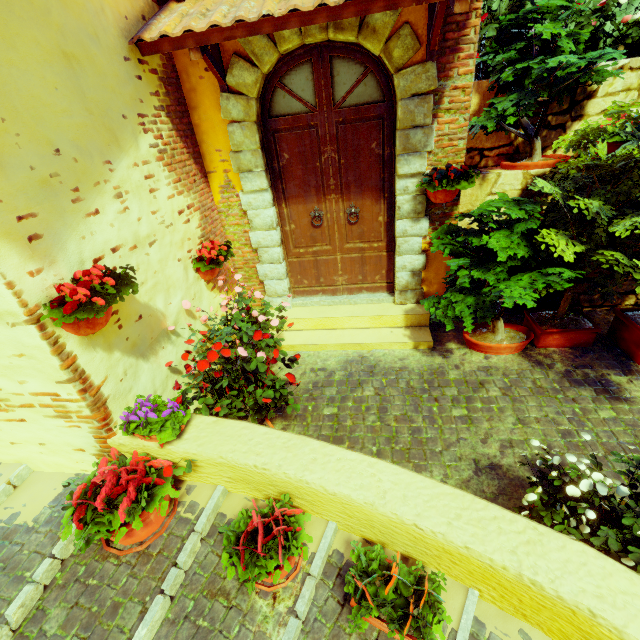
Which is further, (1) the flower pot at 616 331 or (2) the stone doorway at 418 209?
(1) the flower pot at 616 331

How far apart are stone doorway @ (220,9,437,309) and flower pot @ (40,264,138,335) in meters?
2.1 m

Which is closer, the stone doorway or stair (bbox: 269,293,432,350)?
the stone doorway

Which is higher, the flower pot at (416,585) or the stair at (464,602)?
the flower pot at (416,585)

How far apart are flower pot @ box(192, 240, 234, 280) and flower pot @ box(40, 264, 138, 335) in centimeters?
121cm

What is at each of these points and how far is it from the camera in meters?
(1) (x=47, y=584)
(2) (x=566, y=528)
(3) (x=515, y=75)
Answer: (1) stair, 2.1 m
(2) flower pot, 1.8 m
(3) flower pot, 3.3 m

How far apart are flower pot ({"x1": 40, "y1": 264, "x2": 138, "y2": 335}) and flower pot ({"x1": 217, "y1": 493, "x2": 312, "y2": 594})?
1.6m

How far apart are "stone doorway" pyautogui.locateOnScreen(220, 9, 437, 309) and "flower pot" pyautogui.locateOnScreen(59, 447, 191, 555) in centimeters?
237cm
